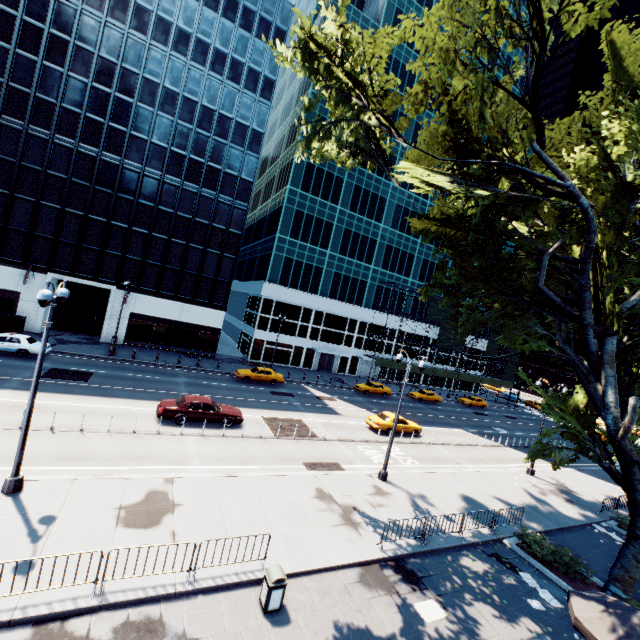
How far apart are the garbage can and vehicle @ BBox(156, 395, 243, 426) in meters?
12.1

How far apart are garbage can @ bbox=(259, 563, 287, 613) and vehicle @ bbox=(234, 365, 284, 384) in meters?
24.4

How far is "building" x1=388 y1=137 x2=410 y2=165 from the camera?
49.7m

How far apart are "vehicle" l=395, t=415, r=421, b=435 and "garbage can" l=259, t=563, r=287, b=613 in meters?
17.7 m

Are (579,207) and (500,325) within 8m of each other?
yes

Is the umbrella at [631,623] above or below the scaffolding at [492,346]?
below

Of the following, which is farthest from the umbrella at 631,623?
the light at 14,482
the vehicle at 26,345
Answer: the vehicle at 26,345

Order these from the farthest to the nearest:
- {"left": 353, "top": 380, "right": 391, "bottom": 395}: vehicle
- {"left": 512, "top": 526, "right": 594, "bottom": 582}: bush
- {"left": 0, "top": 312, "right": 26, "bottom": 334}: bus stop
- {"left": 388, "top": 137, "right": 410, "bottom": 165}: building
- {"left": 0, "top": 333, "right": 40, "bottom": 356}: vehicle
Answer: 1. {"left": 388, "top": 137, "right": 410, "bottom": 165}: building
2. {"left": 353, "top": 380, "right": 391, "bottom": 395}: vehicle
3. {"left": 0, "top": 312, "right": 26, "bottom": 334}: bus stop
4. {"left": 0, "top": 333, "right": 40, "bottom": 356}: vehicle
5. {"left": 512, "top": 526, "right": 594, "bottom": 582}: bush
